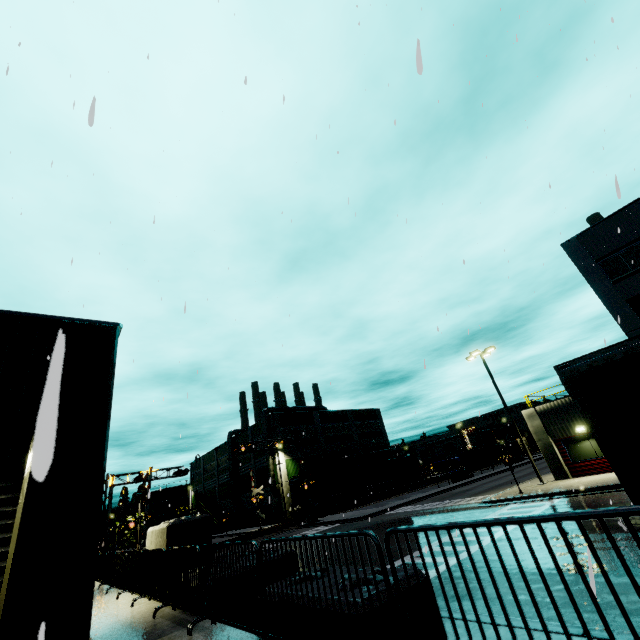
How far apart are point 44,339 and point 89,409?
1.6 meters

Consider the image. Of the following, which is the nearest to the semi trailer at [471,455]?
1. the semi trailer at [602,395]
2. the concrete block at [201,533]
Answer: the semi trailer at [602,395]

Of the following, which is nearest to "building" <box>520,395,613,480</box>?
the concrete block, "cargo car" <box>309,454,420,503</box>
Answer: the concrete block

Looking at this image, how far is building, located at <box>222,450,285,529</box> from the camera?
46.7m

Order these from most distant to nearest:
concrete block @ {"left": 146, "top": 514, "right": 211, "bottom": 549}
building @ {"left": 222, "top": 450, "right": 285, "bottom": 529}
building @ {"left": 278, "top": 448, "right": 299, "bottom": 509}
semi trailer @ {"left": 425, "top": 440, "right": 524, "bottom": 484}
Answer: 1. building @ {"left": 222, "top": 450, "right": 285, "bottom": 529}
2. semi trailer @ {"left": 425, "top": 440, "right": 524, "bottom": 484}
3. building @ {"left": 278, "top": 448, "right": 299, "bottom": 509}
4. concrete block @ {"left": 146, "top": 514, "right": 211, "bottom": 549}

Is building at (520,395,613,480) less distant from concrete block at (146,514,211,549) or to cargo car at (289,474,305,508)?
concrete block at (146,514,211,549)

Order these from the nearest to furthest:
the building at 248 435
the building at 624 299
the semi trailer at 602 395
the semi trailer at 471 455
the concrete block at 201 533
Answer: the semi trailer at 602 395
the concrete block at 201 533
the building at 624 299
the semi trailer at 471 455
the building at 248 435
